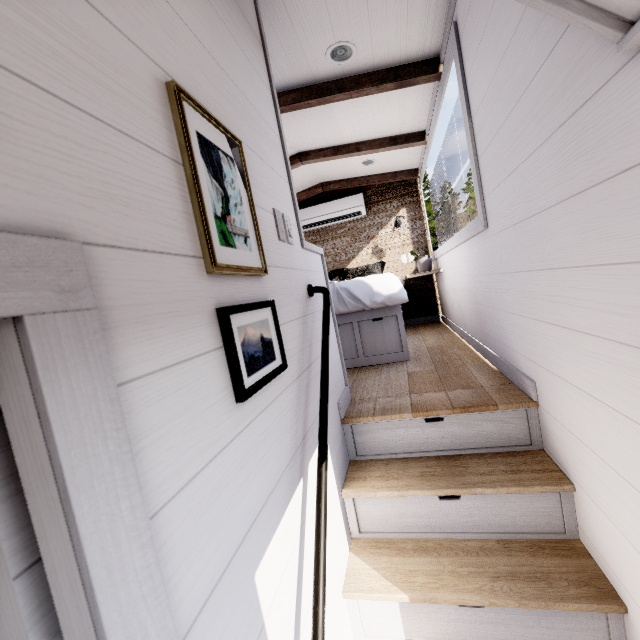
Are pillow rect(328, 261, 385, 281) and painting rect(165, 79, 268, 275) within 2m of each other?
no

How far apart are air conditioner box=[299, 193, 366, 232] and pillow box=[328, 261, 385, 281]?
0.7 meters

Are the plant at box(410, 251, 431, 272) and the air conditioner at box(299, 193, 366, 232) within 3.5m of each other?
yes

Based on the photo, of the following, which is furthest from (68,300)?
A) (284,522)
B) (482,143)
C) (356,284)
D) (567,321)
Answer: (356,284)

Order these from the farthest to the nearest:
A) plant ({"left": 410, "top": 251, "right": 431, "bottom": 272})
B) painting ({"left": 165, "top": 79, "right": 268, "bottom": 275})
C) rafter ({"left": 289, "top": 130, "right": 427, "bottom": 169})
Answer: plant ({"left": 410, "top": 251, "right": 431, "bottom": 272}), rafter ({"left": 289, "top": 130, "right": 427, "bottom": 169}), painting ({"left": 165, "top": 79, "right": 268, "bottom": 275})

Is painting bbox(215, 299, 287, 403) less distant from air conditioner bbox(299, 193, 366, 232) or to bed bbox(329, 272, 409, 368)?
bed bbox(329, 272, 409, 368)

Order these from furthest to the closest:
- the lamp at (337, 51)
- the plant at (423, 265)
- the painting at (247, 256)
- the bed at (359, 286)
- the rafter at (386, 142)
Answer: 1. the plant at (423, 265)
2. the rafter at (386, 142)
3. the bed at (359, 286)
4. the lamp at (337, 51)
5. the painting at (247, 256)

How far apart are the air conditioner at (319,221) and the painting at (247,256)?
4.0m
